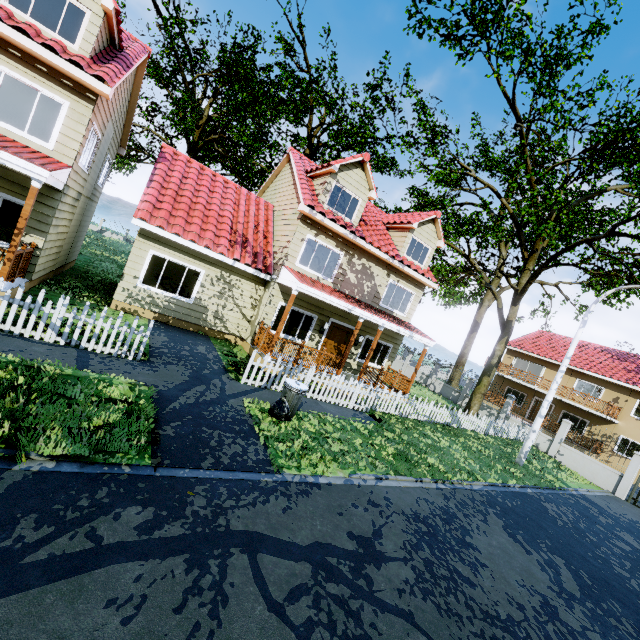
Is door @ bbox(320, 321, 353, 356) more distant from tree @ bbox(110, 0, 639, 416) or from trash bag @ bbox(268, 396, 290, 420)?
trash bag @ bbox(268, 396, 290, 420)

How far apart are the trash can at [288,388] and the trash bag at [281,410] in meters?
0.0 m

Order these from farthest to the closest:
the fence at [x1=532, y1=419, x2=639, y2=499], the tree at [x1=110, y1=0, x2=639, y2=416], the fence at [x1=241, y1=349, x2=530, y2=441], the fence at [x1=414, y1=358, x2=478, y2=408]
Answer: the fence at [x1=414, y1=358, x2=478, y2=408]
the fence at [x1=532, y1=419, x2=639, y2=499]
the tree at [x1=110, y1=0, x2=639, y2=416]
the fence at [x1=241, y1=349, x2=530, y2=441]

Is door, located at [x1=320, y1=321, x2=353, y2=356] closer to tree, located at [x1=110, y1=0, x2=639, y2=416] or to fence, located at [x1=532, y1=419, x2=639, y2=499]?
fence, located at [x1=532, y1=419, x2=639, y2=499]

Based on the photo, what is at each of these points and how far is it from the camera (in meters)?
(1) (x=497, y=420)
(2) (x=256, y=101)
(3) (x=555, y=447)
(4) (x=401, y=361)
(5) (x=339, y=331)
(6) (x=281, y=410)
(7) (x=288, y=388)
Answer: (1) fence, 17.33
(2) tree, 20.05
(3) fence, 19.16
(4) fence, 30.80
(5) door, 15.23
(6) trash bag, 7.86
(7) trash can, 8.22

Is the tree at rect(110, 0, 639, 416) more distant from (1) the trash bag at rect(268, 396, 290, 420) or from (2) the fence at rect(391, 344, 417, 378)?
(1) the trash bag at rect(268, 396, 290, 420)

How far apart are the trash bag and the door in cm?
656

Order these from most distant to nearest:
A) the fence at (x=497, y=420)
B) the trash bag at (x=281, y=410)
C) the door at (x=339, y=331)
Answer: the door at (x=339, y=331) < the fence at (x=497, y=420) < the trash bag at (x=281, y=410)
